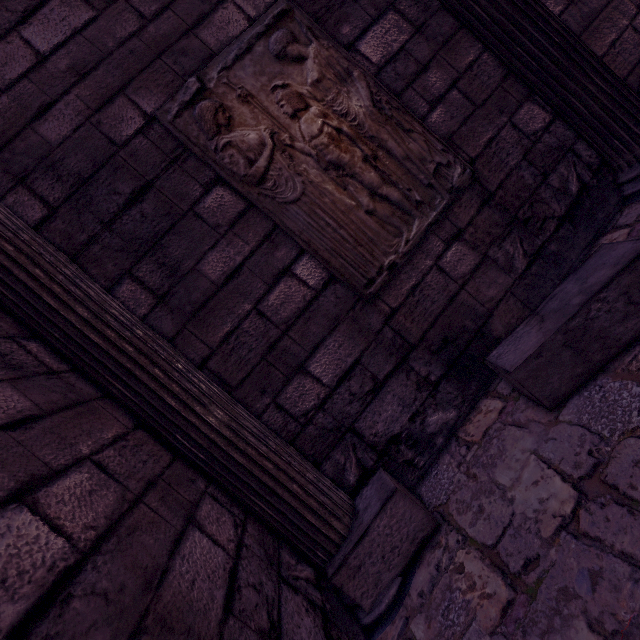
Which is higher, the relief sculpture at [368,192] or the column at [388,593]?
the relief sculpture at [368,192]

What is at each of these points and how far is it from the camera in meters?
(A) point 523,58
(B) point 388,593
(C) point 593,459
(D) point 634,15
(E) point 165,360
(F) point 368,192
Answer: (A) column, 2.2 m
(B) column, 1.5 m
(C) building, 1.3 m
(D) building, 2.5 m
(E) column, 1.7 m
(F) relief sculpture, 2.0 m

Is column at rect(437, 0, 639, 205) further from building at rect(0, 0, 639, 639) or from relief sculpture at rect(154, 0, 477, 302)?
relief sculpture at rect(154, 0, 477, 302)

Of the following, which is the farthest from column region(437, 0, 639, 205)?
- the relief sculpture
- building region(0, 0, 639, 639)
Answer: the relief sculpture

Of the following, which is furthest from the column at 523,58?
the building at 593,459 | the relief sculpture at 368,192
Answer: the relief sculpture at 368,192

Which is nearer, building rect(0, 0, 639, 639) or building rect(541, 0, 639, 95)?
building rect(0, 0, 639, 639)
